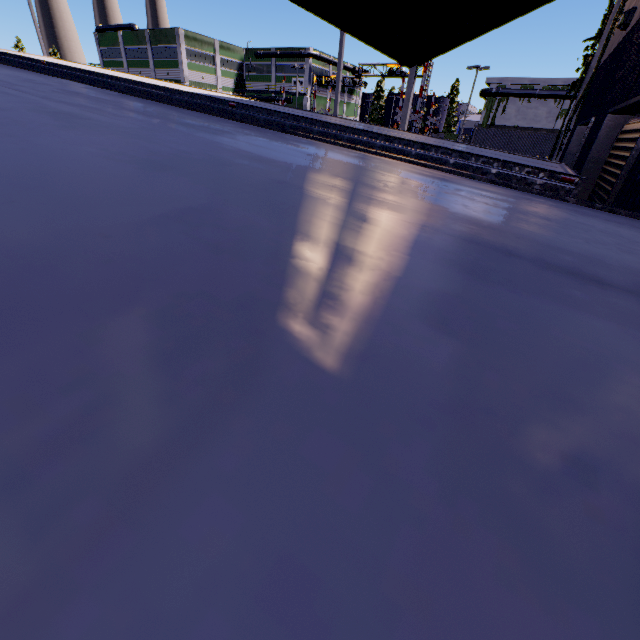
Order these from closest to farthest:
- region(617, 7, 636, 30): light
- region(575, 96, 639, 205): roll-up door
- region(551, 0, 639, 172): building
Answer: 1. region(575, 96, 639, 205): roll-up door
2. region(551, 0, 639, 172): building
3. region(617, 7, 636, 30): light

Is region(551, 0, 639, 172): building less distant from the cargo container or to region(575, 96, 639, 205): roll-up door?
region(575, 96, 639, 205): roll-up door

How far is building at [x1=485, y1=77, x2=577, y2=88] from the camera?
42.6 meters

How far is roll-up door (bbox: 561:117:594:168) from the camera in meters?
6.6

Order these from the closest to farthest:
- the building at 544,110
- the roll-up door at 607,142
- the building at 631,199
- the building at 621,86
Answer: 1. the building at 631,199
2. the roll-up door at 607,142
3. the building at 621,86
4. the building at 544,110

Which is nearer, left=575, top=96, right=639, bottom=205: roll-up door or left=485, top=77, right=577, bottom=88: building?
left=575, top=96, right=639, bottom=205: roll-up door

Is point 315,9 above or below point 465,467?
above

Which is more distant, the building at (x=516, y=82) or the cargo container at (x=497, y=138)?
the building at (x=516, y=82)
